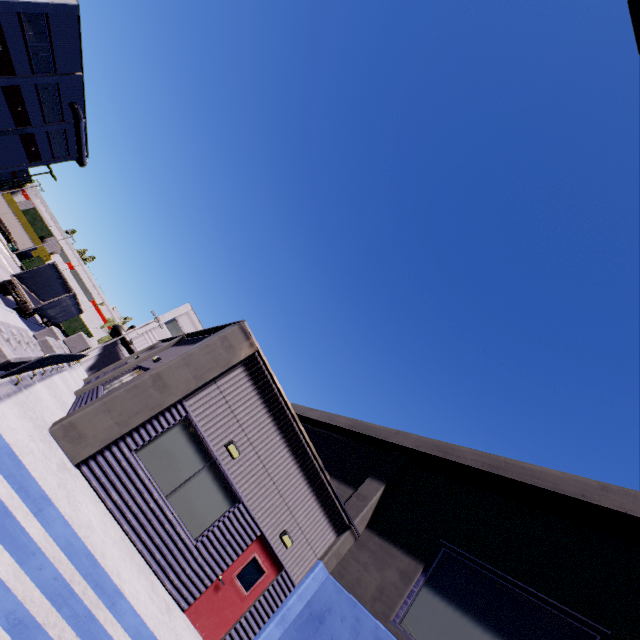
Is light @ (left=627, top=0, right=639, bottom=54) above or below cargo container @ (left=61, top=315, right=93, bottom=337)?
above

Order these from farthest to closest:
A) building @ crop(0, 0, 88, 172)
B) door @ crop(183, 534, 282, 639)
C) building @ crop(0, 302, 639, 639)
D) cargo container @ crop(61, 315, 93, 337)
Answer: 1. cargo container @ crop(61, 315, 93, 337)
2. building @ crop(0, 0, 88, 172)
3. door @ crop(183, 534, 282, 639)
4. building @ crop(0, 302, 639, 639)

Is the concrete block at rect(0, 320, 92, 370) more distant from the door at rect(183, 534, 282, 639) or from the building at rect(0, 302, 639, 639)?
the door at rect(183, 534, 282, 639)

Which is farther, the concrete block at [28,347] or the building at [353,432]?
the concrete block at [28,347]

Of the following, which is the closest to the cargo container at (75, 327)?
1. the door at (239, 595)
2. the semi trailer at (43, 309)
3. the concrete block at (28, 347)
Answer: the semi trailer at (43, 309)

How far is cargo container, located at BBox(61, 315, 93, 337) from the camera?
39.9 meters

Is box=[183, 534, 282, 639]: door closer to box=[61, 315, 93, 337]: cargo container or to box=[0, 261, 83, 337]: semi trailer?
box=[0, 261, 83, 337]: semi trailer

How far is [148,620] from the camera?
5.6 meters
